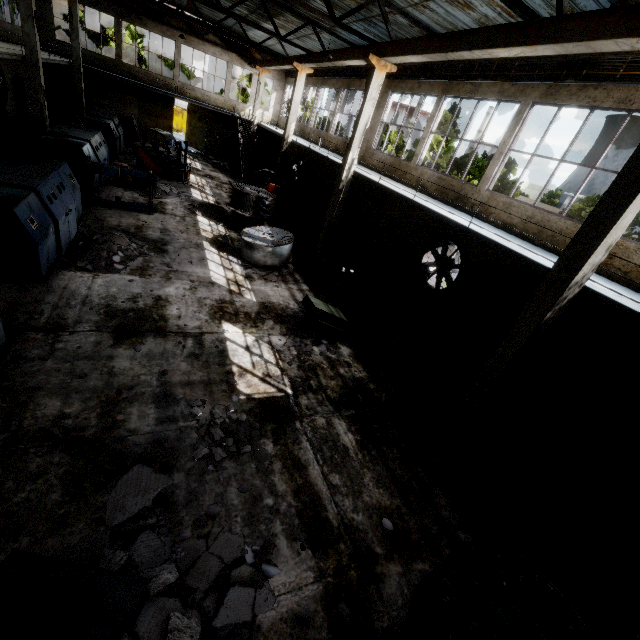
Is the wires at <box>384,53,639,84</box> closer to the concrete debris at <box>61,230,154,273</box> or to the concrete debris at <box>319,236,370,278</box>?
the concrete debris at <box>319,236,370,278</box>

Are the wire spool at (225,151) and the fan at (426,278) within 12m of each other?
no

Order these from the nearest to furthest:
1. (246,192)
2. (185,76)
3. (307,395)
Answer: (307,395) → (246,192) → (185,76)

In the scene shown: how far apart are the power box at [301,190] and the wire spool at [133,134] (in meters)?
11.66

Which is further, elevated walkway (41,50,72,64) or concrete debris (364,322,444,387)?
elevated walkway (41,50,72,64)

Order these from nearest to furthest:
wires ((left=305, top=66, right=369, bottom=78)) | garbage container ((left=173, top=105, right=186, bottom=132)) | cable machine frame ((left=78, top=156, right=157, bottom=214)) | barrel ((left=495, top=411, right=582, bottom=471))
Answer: barrel ((left=495, top=411, right=582, bottom=471)), cable machine frame ((left=78, top=156, right=157, bottom=214)), wires ((left=305, top=66, right=369, bottom=78)), garbage container ((left=173, top=105, right=186, bottom=132))

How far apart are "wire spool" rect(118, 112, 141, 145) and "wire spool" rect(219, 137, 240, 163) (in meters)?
7.15

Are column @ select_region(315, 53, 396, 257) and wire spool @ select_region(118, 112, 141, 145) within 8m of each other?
no
